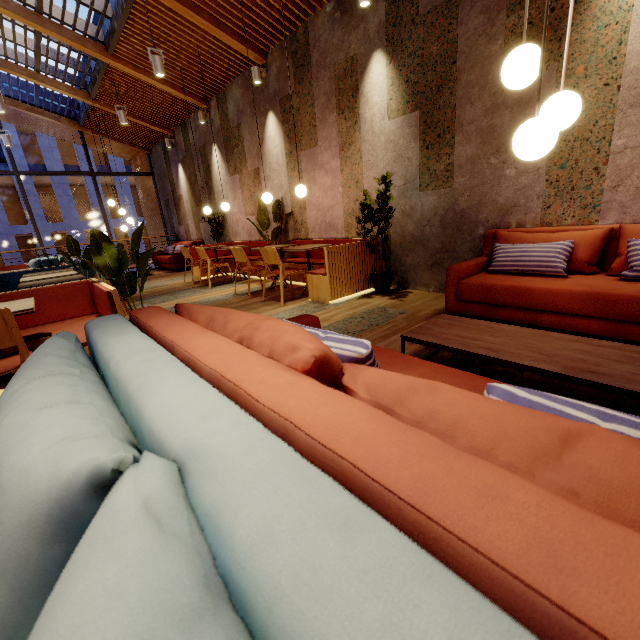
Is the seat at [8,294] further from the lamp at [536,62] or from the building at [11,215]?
the building at [11,215]

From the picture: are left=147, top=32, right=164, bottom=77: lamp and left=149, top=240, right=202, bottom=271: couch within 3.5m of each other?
no

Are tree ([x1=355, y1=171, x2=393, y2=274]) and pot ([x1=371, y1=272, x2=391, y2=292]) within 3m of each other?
yes

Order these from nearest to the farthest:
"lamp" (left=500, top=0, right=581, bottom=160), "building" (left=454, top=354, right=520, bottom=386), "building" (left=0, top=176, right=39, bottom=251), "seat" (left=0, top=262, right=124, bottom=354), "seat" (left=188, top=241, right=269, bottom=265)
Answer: "lamp" (left=500, top=0, right=581, bottom=160)
"building" (left=454, top=354, right=520, bottom=386)
"seat" (left=0, top=262, right=124, bottom=354)
"seat" (left=188, top=241, right=269, bottom=265)
"building" (left=0, top=176, right=39, bottom=251)

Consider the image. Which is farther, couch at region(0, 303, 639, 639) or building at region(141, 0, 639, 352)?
building at region(141, 0, 639, 352)

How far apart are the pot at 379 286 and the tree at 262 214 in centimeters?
251cm

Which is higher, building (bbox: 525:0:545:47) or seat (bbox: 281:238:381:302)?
building (bbox: 525:0:545:47)

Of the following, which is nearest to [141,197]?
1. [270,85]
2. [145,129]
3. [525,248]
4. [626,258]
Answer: [145,129]
